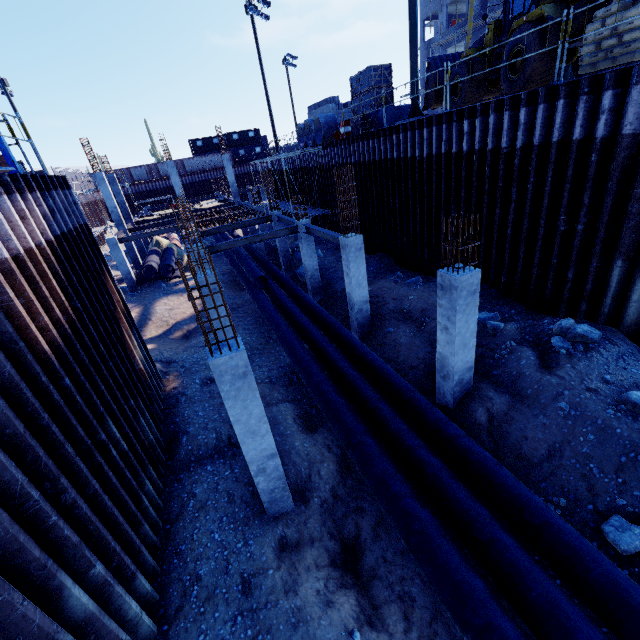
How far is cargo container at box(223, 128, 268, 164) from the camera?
54.56m

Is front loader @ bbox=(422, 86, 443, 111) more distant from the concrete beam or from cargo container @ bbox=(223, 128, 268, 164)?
cargo container @ bbox=(223, 128, 268, 164)

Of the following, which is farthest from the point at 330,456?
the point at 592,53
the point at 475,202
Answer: the point at 592,53

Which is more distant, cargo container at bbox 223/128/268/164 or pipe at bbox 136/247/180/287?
cargo container at bbox 223/128/268/164

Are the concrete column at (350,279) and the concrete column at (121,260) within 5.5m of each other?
no

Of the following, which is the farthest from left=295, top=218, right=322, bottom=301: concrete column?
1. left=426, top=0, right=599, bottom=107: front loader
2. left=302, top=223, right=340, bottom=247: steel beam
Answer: left=426, top=0, right=599, bottom=107: front loader

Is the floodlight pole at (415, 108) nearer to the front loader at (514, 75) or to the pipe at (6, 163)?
the front loader at (514, 75)
